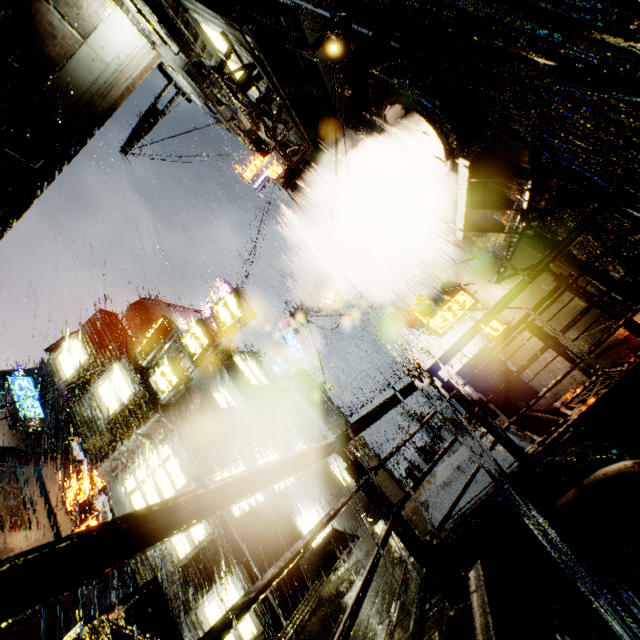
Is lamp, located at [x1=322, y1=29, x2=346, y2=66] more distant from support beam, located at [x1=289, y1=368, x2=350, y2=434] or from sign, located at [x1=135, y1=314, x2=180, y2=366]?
support beam, located at [x1=289, y1=368, x2=350, y2=434]

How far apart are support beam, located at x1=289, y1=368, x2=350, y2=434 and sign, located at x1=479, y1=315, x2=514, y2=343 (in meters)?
9.35

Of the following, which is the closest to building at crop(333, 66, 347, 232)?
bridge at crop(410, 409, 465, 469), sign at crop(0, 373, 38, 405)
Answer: bridge at crop(410, 409, 465, 469)

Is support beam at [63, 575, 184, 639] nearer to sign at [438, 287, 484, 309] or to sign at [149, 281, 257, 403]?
sign at [149, 281, 257, 403]

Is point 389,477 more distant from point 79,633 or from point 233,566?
point 79,633

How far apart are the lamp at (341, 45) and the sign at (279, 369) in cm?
1727

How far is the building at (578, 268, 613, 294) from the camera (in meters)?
6.00

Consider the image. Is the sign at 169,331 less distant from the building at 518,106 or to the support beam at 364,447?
→ the building at 518,106
